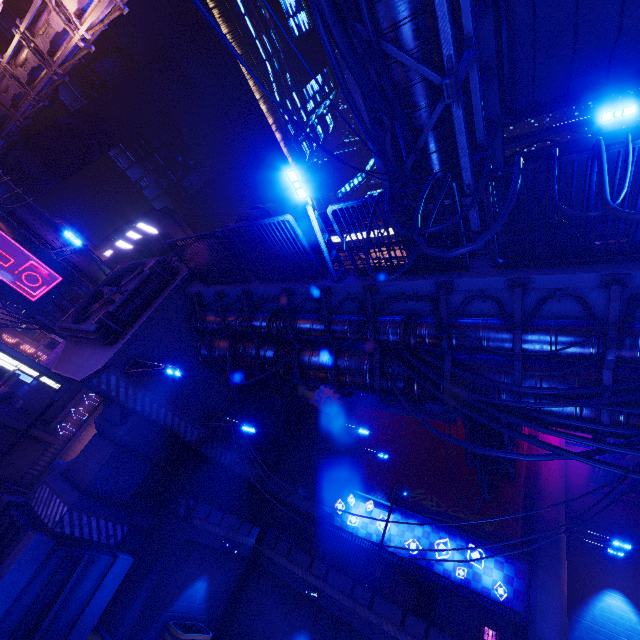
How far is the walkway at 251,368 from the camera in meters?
11.8

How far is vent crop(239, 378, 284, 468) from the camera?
18.20m

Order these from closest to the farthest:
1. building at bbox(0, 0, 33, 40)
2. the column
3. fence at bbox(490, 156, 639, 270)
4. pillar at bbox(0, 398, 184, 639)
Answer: fence at bbox(490, 156, 639, 270) < pillar at bbox(0, 398, 184, 639) < the column < building at bbox(0, 0, 33, 40)

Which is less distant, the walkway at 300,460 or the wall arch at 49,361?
the walkway at 300,460

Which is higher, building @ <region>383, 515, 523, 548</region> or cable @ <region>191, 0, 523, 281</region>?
Answer: cable @ <region>191, 0, 523, 281</region>

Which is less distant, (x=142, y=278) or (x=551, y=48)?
(x=551, y=48)

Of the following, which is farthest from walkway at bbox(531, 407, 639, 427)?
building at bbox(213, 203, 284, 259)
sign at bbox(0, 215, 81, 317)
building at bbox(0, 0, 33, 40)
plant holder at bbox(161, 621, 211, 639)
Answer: building at bbox(0, 0, 33, 40)

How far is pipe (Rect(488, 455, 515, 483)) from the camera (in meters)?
18.61
